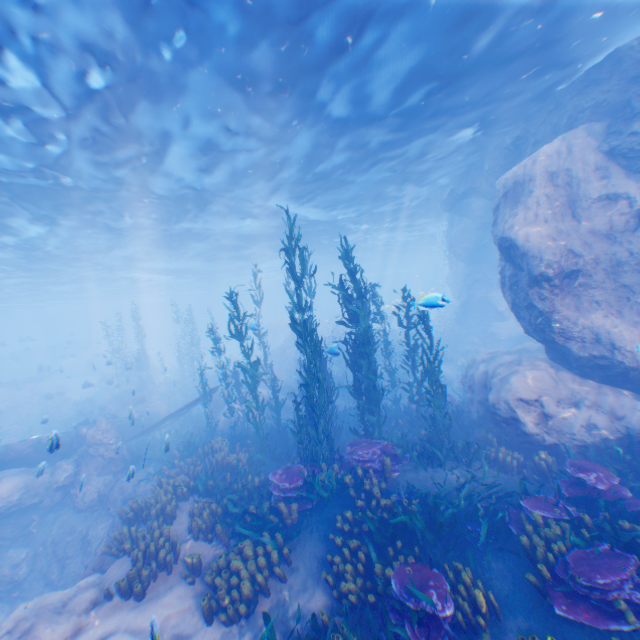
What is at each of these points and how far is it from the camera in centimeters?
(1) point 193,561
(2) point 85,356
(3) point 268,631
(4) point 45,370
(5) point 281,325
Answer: (1) instancedfoliageactor, 717cm
(2) rock, 4572cm
(3) instancedfoliageactor, 546cm
(4) plane, 3497cm
(5) rock, 4122cm

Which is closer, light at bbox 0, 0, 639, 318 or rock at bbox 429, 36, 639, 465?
light at bbox 0, 0, 639, 318

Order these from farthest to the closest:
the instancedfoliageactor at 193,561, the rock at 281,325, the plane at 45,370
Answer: the plane at 45,370
the rock at 281,325
the instancedfoliageactor at 193,561

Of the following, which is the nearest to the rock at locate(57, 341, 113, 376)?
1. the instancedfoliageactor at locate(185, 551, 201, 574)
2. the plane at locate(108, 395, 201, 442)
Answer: the plane at locate(108, 395, 201, 442)

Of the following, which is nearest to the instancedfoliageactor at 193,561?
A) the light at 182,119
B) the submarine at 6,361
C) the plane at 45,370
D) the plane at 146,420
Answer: the plane at 146,420

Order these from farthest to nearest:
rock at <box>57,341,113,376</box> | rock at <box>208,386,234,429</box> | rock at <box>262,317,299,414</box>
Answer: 1. rock at <box>57,341,113,376</box>
2. rock at <box>262,317,299,414</box>
3. rock at <box>208,386,234,429</box>

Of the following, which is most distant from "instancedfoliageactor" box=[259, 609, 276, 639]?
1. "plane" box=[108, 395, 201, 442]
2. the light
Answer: the light
